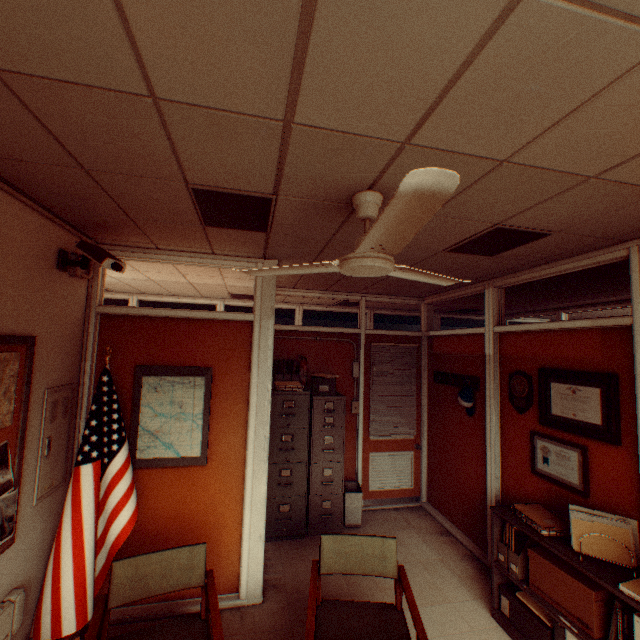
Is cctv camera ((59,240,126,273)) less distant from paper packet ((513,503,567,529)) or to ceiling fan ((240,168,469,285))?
ceiling fan ((240,168,469,285))

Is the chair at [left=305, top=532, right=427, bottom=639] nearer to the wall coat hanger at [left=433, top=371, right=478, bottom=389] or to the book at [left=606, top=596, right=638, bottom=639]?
the book at [left=606, top=596, right=638, bottom=639]

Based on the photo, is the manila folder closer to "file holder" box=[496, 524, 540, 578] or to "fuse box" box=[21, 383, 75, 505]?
"file holder" box=[496, 524, 540, 578]

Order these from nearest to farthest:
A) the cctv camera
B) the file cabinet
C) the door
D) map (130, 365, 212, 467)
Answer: the cctv camera, map (130, 365, 212, 467), the file cabinet, the door

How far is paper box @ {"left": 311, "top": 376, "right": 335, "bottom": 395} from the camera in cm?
473

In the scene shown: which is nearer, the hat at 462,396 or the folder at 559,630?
the folder at 559,630

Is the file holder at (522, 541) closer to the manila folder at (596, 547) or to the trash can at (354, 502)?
the manila folder at (596, 547)

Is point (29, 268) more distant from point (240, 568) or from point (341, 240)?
point (240, 568)
